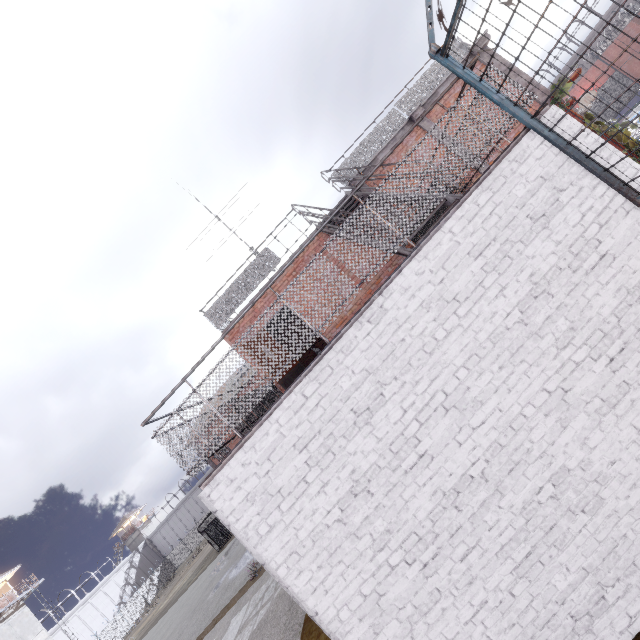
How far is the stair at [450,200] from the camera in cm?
592

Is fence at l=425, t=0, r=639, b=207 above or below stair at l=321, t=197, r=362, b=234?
below

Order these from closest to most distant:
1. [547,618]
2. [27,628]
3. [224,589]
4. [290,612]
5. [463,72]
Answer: [547,618], [463,72], [290,612], [224,589], [27,628]

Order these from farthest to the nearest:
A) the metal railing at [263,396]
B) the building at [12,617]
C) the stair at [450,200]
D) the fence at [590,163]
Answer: the building at [12,617]
the stair at [450,200]
the metal railing at [263,396]
the fence at [590,163]

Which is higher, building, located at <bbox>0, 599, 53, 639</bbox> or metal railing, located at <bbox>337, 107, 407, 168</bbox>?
Answer: building, located at <bbox>0, 599, 53, 639</bbox>

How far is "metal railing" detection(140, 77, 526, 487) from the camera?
3.70m

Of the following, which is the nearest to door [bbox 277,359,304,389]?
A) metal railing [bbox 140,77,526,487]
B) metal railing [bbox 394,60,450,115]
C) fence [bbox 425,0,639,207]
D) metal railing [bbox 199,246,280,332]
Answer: metal railing [bbox 140,77,526,487]

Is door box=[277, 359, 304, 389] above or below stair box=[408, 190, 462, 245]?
above
